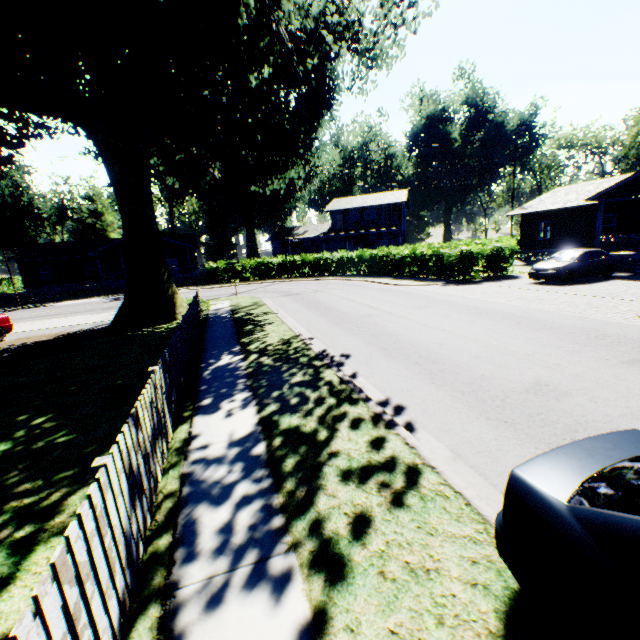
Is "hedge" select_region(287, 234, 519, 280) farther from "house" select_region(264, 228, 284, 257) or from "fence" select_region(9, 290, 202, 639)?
"fence" select_region(9, 290, 202, 639)

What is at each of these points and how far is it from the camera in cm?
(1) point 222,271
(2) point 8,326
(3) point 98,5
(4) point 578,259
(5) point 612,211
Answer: (1) hedge, 3456
(2) car, 1466
(3) plant, 952
(4) car, 1711
(5) house, 2383

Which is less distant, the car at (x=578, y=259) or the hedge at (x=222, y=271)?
the car at (x=578, y=259)

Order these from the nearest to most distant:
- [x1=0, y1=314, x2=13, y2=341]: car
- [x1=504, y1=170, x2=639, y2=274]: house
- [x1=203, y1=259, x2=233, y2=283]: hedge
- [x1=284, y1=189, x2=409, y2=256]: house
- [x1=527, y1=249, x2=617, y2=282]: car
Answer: [x1=0, y1=314, x2=13, y2=341]: car, [x1=527, y1=249, x2=617, y2=282]: car, [x1=504, y1=170, x2=639, y2=274]: house, [x1=203, y1=259, x2=233, y2=283]: hedge, [x1=284, y1=189, x2=409, y2=256]: house

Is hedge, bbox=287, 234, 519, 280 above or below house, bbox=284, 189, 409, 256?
below

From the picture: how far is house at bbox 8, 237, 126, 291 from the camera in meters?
38.7 m

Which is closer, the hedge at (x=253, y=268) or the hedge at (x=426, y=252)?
the hedge at (x=426, y=252)

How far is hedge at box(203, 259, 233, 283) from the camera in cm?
3375
